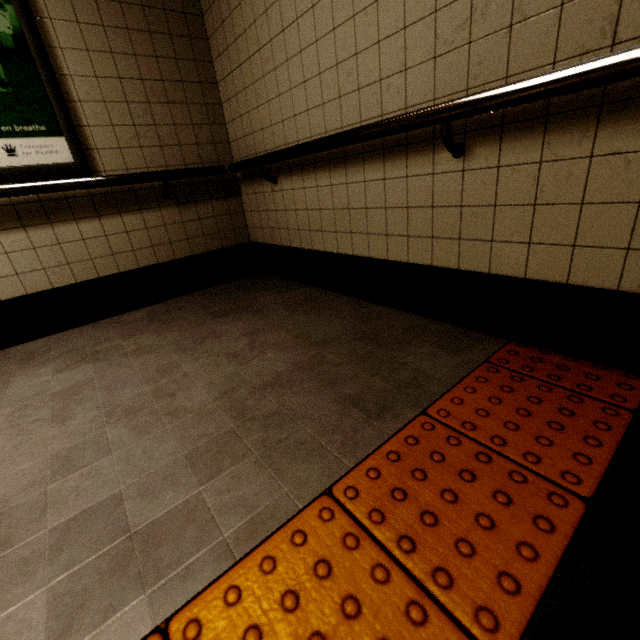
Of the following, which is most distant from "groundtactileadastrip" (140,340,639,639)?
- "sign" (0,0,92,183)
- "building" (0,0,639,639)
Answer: "sign" (0,0,92,183)

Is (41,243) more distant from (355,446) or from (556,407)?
(556,407)

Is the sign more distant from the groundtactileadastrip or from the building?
the groundtactileadastrip

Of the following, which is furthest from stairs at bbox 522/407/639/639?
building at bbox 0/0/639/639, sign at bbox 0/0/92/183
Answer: sign at bbox 0/0/92/183

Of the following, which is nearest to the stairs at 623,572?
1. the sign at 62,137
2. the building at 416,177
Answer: the building at 416,177

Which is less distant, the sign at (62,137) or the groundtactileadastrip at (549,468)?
the groundtactileadastrip at (549,468)
